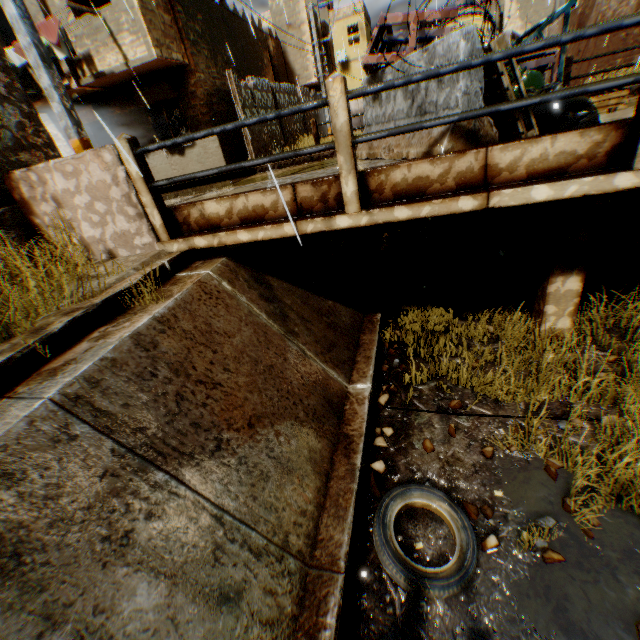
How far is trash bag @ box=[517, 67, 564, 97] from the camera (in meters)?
3.19

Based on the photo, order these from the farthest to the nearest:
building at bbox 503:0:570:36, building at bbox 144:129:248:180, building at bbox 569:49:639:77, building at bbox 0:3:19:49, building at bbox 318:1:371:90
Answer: building at bbox 318:1:371:90 → building at bbox 503:0:570:36 → building at bbox 144:129:248:180 → building at bbox 0:3:19:49 → building at bbox 569:49:639:77

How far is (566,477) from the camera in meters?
3.4

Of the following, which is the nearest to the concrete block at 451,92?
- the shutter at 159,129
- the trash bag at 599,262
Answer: the shutter at 159,129

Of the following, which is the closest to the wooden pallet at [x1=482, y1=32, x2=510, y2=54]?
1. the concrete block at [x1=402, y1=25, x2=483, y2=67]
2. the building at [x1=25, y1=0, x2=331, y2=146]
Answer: the concrete block at [x1=402, y1=25, x2=483, y2=67]

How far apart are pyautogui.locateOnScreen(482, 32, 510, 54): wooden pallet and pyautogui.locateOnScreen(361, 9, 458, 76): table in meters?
0.3

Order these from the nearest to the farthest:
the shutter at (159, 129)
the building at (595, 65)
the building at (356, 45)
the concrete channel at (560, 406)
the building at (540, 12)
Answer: the concrete channel at (560, 406), the building at (595, 65), the shutter at (159, 129), the building at (540, 12), the building at (356, 45)

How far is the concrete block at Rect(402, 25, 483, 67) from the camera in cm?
301
